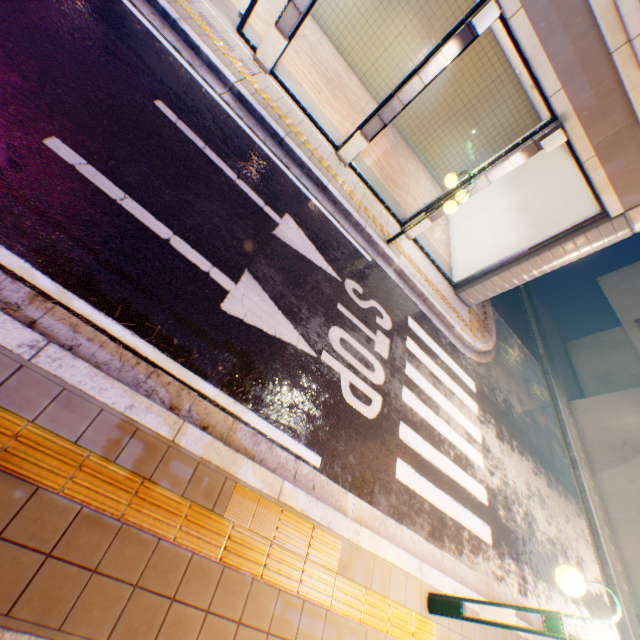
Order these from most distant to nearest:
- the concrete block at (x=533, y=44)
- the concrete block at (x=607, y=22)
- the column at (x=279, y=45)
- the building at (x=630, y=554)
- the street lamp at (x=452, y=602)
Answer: the building at (x=630, y=554)
the column at (x=279, y=45)
the concrete block at (x=533, y=44)
the concrete block at (x=607, y=22)
the street lamp at (x=452, y=602)

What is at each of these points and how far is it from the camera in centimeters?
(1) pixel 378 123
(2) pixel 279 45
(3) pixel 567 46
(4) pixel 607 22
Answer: (1) column, 796cm
(2) column, 736cm
(3) balcony, 626cm
(4) concrete block, 585cm

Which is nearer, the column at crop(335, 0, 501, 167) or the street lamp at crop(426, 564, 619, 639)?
the street lamp at crop(426, 564, 619, 639)

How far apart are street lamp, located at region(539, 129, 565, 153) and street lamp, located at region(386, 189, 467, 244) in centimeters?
159cm

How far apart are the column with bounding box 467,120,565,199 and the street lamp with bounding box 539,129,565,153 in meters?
0.0 m

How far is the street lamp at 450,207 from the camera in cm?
714

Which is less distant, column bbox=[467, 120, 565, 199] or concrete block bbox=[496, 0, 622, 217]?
concrete block bbox=[496, 0, 622, 217]

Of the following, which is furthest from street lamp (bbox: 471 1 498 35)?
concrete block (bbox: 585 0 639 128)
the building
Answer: the building
